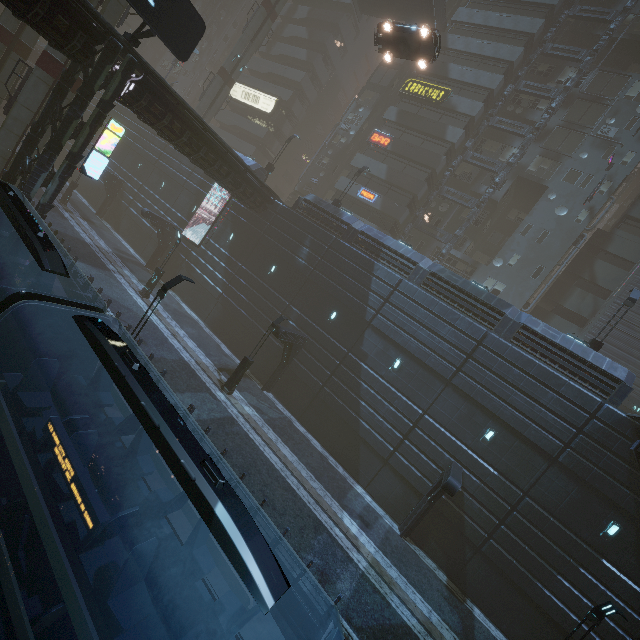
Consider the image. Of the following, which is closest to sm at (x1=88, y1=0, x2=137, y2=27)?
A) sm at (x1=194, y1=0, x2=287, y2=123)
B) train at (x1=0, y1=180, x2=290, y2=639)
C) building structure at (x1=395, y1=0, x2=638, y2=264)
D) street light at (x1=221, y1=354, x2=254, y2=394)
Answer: sm at (x1=194, y1=0, x2=287, y2=123)

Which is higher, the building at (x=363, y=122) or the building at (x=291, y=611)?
the building at (x=363, y=122)

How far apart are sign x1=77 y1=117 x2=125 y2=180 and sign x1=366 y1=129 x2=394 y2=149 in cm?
2553

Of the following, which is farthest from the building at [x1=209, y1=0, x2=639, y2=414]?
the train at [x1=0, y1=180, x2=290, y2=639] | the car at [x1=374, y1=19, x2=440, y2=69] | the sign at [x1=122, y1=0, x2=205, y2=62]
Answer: the train at [x1=0, y1=180, x2=290, y2=639]

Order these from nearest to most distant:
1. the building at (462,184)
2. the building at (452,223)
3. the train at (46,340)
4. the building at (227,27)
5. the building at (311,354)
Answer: the train at (46,340) < the building at (311,354) < the building at (462,184) < the building at (452,223) < the building at (227,27)

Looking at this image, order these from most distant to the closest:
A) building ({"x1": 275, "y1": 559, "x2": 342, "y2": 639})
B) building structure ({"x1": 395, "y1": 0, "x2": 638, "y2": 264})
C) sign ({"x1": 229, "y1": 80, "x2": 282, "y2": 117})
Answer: sign ({"x1": 229, "y1": 80, "x2": 282, "y2": 117}) → building structure ({"x1": 395, "y1": 0, "x2": 638, "y2": 264}) → building ({"x1": 275, "y1": 559, "x2": 342, "y2": 639})

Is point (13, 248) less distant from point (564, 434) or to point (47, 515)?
point (47, 515)

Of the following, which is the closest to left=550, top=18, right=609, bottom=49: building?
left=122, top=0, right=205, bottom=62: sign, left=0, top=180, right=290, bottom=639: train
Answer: left=122, top=0, right=205, bottom=62: sign
